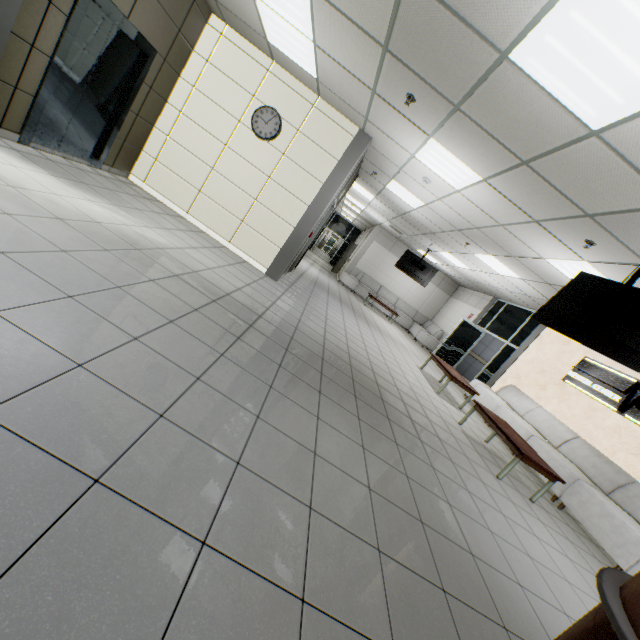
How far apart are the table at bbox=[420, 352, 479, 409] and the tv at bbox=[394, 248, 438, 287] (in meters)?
4.74

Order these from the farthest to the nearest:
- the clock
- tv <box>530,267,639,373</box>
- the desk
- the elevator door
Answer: the clock
the elevator door
tv <box>530,267,639,373</box>
the desk

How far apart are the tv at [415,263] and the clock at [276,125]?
7.9 meters

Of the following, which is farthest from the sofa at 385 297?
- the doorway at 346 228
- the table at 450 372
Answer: the doorway at 346 228

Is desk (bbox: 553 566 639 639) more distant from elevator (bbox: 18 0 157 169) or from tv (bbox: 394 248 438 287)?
tv (bbox: 394 248 438 287)

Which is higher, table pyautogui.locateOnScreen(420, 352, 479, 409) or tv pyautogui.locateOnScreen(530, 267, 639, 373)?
tv pyautogui.locateOnScreen(530, 267, 639, 373)

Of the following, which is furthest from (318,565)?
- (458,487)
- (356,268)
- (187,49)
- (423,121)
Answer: (356,268)

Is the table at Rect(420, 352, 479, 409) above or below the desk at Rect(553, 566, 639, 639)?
below
